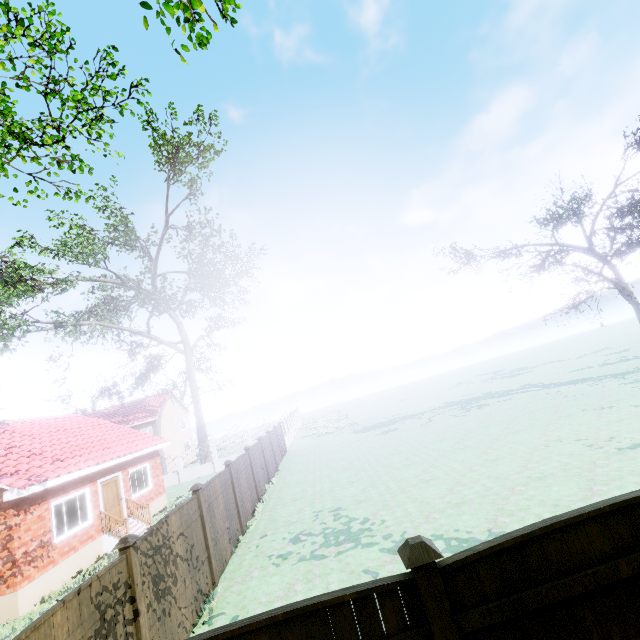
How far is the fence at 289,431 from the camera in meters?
30.1 m

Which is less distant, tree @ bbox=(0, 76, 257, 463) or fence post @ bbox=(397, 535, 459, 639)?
fence post @ bbox=(397, 535, 459, 639)

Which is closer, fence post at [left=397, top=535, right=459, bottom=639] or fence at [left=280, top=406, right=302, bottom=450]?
fence post at [left=397, top=535, right=459, bottom=639]

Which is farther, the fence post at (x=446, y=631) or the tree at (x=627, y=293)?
the tree at (x=627, y=293)

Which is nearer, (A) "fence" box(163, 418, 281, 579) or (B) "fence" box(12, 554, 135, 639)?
(B) "fence" box(12, 554, 135, 639)

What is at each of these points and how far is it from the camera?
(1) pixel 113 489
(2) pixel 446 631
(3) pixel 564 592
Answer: (1) door, 15.46m
(2) fence post, 2.65m
(3) fence, 2.76m

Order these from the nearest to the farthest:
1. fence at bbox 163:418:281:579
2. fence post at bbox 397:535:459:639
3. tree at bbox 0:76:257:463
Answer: fence post at bbox 397:535:459:639
fence at bbox 163:418:281:579
tree at bbox 0:76:257:463

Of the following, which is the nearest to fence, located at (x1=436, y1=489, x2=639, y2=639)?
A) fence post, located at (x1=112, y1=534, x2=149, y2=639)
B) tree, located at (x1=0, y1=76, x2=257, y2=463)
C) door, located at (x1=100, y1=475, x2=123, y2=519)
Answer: fence post, located at (x1=112, y1=534, x2=149, y2=639)
